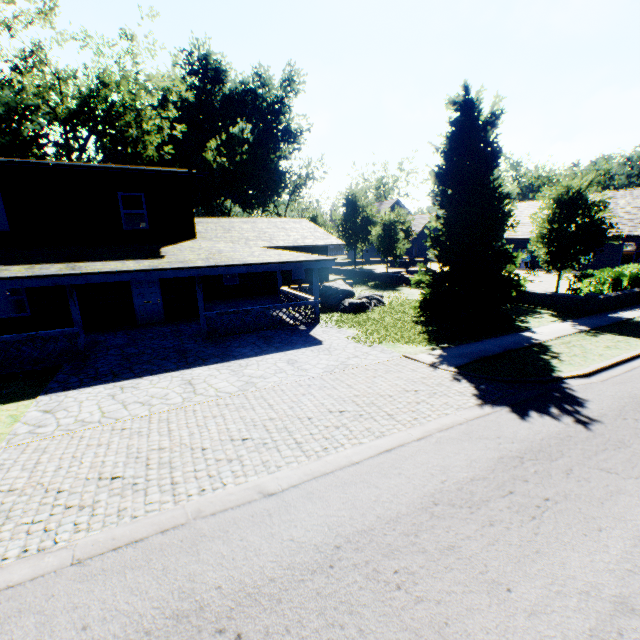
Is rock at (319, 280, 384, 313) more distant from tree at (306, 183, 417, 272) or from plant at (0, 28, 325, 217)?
tree at (306, 183, 417, 272)

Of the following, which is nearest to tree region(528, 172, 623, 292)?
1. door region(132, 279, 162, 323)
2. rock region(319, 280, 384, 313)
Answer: rock region(319, 280, 384, 313)

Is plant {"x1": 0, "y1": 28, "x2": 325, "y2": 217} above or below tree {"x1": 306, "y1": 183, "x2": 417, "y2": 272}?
above

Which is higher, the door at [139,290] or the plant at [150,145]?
the plant at [150,145]

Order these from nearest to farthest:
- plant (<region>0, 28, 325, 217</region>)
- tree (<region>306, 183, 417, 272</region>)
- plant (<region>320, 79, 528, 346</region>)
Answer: plant (<region>320, 79, 528, 346</region>), plant (<region>0, 28, 325, 217</region>), tree (<region>306, 183, 417, 272</region>)

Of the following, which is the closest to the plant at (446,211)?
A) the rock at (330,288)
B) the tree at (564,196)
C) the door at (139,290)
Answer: the rock at (330,288)

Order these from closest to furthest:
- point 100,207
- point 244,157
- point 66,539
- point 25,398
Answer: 1. point 66,539
2. point 25,398
3. point 100,207
4. point 244,157
